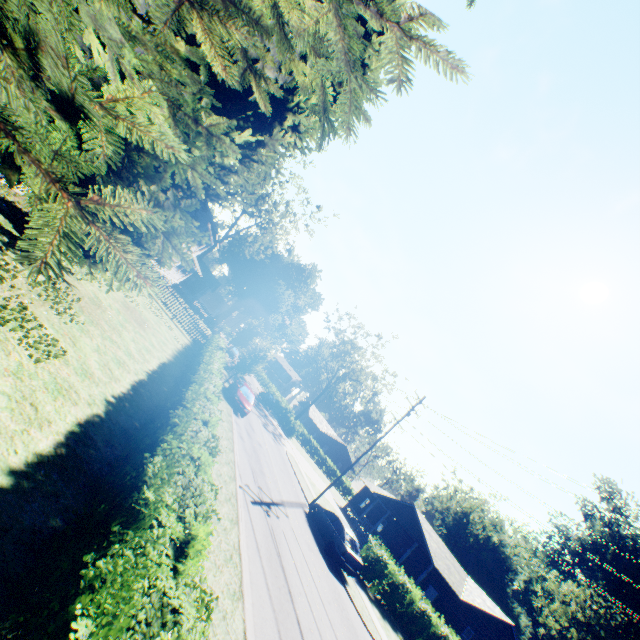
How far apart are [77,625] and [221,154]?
12.57m

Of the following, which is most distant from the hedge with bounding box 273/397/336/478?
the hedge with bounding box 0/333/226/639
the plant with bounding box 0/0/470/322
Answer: the hedge with bounding box 0/333/226/639

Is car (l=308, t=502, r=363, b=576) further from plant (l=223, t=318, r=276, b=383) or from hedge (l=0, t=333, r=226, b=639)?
hedge (l=0, t=333, r=226, b=639)

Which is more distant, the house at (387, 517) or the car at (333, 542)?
the house at (387, 517)

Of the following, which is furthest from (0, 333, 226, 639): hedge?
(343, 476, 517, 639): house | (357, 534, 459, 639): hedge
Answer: (343, 476, 517, 639): house

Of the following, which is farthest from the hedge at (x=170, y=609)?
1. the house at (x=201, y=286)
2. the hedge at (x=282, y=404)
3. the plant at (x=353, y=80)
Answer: the hedge at (x=282, y=404)

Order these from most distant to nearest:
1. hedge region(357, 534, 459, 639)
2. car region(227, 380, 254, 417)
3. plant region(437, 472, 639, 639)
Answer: plant region(437, 472, 639, 639) → car region(227, 380, 254, 417) → hedge region(357, 534, 459, 639)

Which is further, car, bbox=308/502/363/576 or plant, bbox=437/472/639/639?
plant, bbox=437/472/639/639
